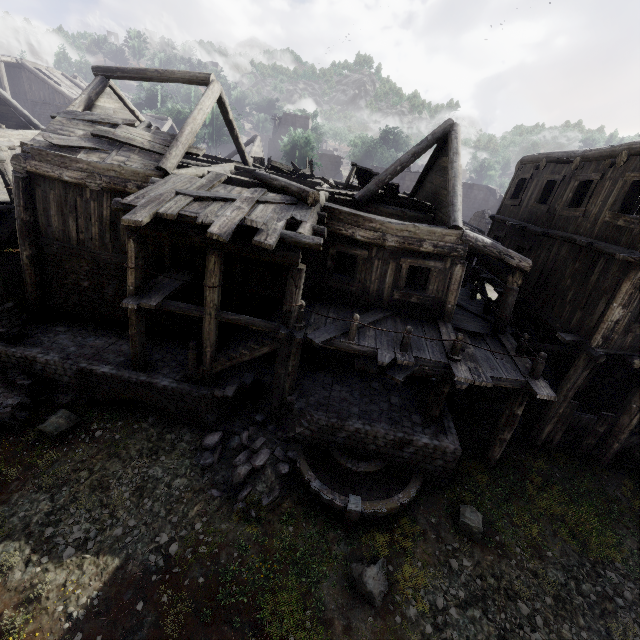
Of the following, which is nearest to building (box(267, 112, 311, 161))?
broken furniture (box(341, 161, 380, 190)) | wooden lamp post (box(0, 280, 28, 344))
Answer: broken furniture (box(341, 161, 380, 190))

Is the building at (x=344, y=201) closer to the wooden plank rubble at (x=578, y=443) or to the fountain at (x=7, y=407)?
the wooden plank rubble at (x=578, y=443)

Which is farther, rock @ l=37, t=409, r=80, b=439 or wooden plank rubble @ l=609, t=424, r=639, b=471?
wooden plank rubble @ l=609, t=424, r=639, b=471

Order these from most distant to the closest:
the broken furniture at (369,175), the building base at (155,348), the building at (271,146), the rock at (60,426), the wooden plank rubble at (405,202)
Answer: the building at (271,146) < the broken furniture at (369,175) < the wooden plank rubble at (405,202) < the building base at (155,348) < the rock at (60,426)

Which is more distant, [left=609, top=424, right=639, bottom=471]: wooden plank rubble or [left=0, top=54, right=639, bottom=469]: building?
[left=609, top=424, right=639, bottom=471]: wooden plank rubble

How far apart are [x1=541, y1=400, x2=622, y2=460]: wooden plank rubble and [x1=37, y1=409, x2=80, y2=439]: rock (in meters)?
15.48

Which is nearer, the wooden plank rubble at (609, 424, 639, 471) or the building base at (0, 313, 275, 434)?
the building base at (0, 313, 275, 434)

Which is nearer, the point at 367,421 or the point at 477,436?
the point at 367,421
